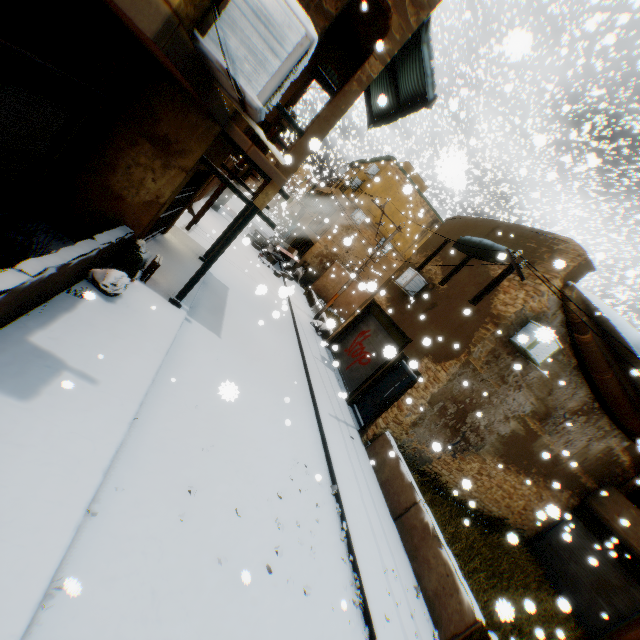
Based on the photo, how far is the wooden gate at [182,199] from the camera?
8.6 meters

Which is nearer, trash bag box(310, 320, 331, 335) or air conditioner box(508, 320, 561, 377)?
air conditioner box(508, 320, 561, 377)

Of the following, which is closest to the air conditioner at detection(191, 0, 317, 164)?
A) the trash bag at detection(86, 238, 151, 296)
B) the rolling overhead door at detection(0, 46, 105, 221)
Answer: the rolling overhead door at detection(0, 46, 105, 221)

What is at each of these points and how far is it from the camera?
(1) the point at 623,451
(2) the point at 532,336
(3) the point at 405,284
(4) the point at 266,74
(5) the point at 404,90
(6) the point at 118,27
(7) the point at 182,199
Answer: (1) building, 12.9m
(2) air conditioner, 8.9m
(3) air conditioner, 12.8m
(4) air conditioner, 2.9m
(5) awning, 8.5m
(6) building, 4.7m
(7) wooden gate, 9.7m

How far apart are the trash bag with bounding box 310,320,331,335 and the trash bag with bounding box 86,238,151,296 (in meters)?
3.12

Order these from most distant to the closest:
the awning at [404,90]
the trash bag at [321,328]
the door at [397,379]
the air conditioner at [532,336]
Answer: the door at [397,379], the awning at [404,90], the trash bag at [321,328], the air conditioner at [532,336]

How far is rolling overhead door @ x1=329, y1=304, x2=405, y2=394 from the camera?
12.6m

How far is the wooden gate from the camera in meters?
8.6 m
